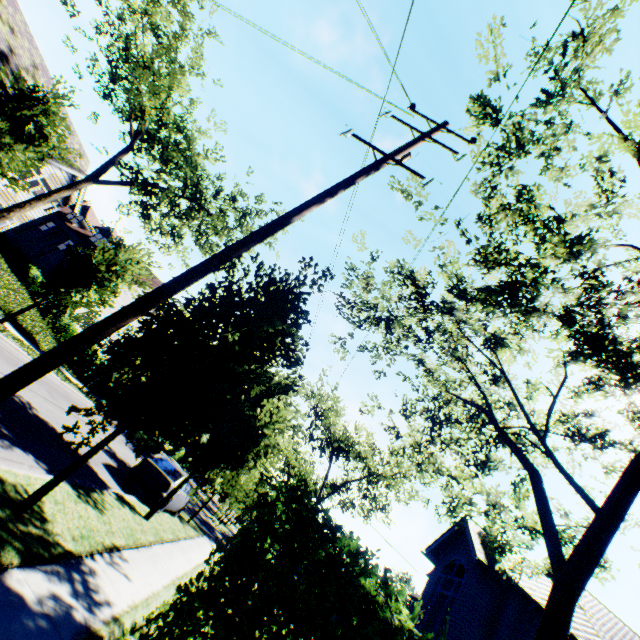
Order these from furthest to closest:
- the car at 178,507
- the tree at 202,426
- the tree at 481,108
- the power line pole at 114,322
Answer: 1. the car at 178,507
2. the tree at 481,108
3. the tree at 202,426
4. the power line pole at 114,322

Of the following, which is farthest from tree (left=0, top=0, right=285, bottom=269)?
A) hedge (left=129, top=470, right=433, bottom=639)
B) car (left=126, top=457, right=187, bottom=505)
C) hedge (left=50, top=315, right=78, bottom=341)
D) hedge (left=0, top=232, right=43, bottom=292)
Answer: hedge (left=0, top=232, right=43, bottom=292)

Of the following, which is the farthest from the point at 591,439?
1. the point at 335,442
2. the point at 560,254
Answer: the point at 335,442

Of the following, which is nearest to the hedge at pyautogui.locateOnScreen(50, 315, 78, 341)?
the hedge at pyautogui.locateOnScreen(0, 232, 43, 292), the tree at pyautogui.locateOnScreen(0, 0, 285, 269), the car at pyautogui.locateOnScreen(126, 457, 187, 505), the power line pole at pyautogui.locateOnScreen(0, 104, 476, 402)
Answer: the hedge at pyautogui.locateOnScreen(0, 232, 43, 292)

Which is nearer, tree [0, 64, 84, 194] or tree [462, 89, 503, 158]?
tree [462, 89, 503, 158]

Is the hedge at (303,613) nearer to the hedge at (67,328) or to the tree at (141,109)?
the tree at (141,109)

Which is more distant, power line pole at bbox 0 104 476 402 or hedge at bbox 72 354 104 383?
hedge at bbox 72 354 104 383

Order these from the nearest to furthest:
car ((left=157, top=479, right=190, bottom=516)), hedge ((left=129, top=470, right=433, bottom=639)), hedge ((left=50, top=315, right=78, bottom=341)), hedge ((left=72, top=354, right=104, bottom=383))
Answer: hedge ((left=129, top=470, right=433, bottom=639)) < car ((left=157, top=479, right=190, bottom=516)) < hedge ((left=72, top=354, right=104, bottom=383)) < hedge ((left=50, top=315, right=78, bottom=341))
